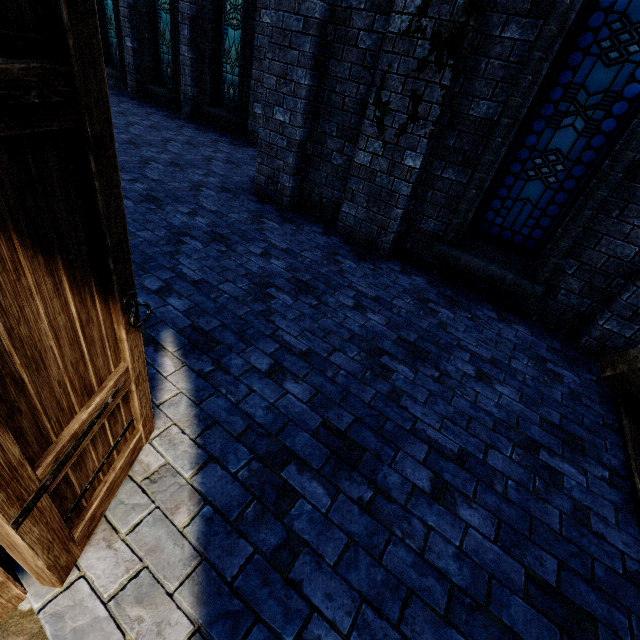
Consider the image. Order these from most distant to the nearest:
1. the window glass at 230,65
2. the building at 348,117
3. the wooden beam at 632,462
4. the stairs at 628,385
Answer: the window glass at 230,65
the building at 348,117
the stairs at 628,385
the wooden beam at 632,462

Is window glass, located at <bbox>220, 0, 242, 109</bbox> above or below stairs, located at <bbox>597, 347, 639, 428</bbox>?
above

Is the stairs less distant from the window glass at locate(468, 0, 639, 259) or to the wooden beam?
the wooden beam

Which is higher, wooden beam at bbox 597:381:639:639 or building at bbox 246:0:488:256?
building at bbox 246:0:488:256

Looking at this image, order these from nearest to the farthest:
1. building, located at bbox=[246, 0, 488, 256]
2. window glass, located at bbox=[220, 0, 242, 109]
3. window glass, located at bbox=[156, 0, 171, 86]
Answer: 1. building, located at bbox=[246, 0, 488, 256]
2. window glass, located at bbox=[220, 0, 242, 109]
3. window glass, located at bbox=[156, 0, 171, 86]

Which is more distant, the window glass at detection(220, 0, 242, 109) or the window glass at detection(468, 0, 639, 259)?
the window glass at detection(220, 0, 242, 109)

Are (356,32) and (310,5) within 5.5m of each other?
yes

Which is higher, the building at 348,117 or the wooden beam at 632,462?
the building at 348,117
